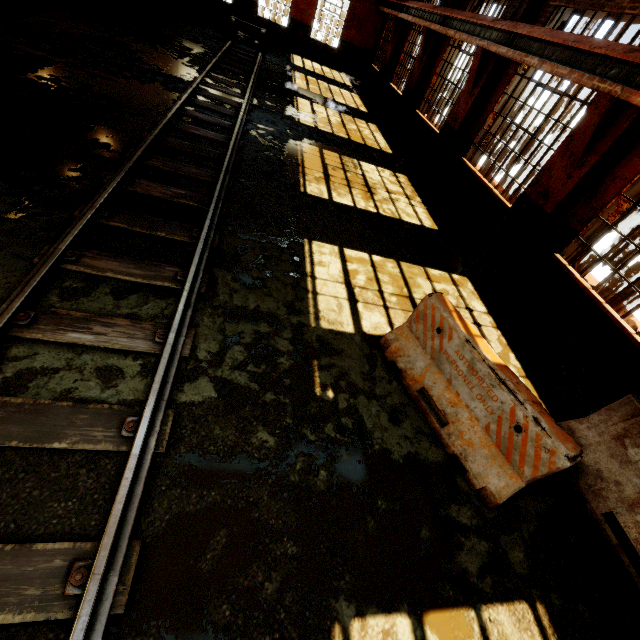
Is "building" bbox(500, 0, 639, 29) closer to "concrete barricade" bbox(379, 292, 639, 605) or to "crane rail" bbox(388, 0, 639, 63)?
"crane rail" bbox(388, 0, 639, 63)

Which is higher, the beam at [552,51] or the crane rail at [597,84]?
the beam at [552,51]

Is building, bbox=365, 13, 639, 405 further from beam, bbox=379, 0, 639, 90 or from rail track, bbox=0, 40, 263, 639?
rail track, bbox=0, 40, 263, 639

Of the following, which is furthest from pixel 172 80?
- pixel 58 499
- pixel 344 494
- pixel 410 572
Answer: pixel 410 572

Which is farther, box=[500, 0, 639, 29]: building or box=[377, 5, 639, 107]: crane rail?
box=[500, 0, 639, 29]: building

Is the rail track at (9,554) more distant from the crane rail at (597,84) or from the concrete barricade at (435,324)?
the crane rail at (597,84)

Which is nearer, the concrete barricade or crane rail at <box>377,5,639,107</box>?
the concrete barricade

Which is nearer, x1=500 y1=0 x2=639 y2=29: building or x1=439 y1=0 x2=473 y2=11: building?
x1=500 y1=0 x2=639 y2=29: building
